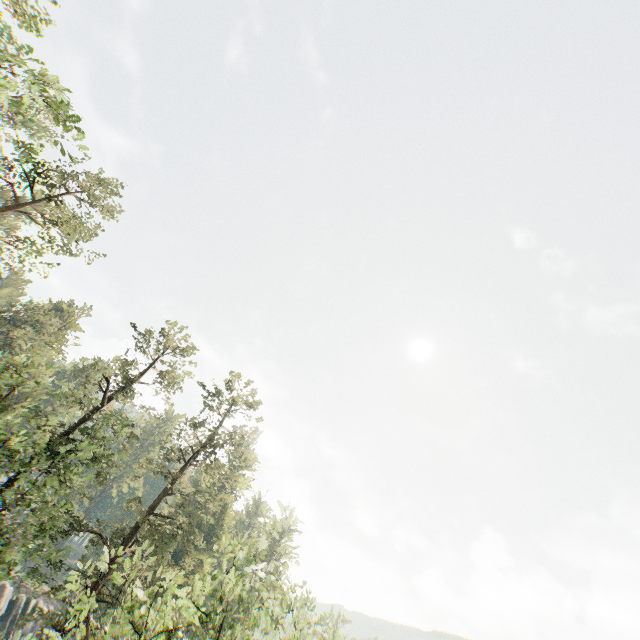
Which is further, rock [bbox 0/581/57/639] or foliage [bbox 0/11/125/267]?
rock [bbox 0/581/57/639]

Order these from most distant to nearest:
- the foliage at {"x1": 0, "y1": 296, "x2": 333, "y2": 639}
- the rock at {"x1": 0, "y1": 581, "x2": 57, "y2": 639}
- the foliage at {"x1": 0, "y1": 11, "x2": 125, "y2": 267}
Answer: the rock at {"x1": 0, "y1": 581, "x2": 57, "y2": 639} → the foliage at {"x1": 0, "y1": 296, "x2": 333, "y2": 639} → the foliage at {"x1": 0, "y1": 11, "x2": 125, "y2": 267}

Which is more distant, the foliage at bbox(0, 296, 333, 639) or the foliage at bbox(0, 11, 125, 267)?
the foliage at bbox(0, 296, 333, 639)

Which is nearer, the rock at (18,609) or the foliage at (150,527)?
the foliage at (150,527)

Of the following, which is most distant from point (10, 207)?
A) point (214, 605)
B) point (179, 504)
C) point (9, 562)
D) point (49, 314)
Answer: point (214, 605)

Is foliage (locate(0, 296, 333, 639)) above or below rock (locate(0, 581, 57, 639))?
above

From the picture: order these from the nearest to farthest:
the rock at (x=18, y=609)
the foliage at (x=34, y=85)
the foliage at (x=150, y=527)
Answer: the foliage at (x=34, y=85) < the foliage at (x=150, y=527) < the rock at (x=18, y=609)
